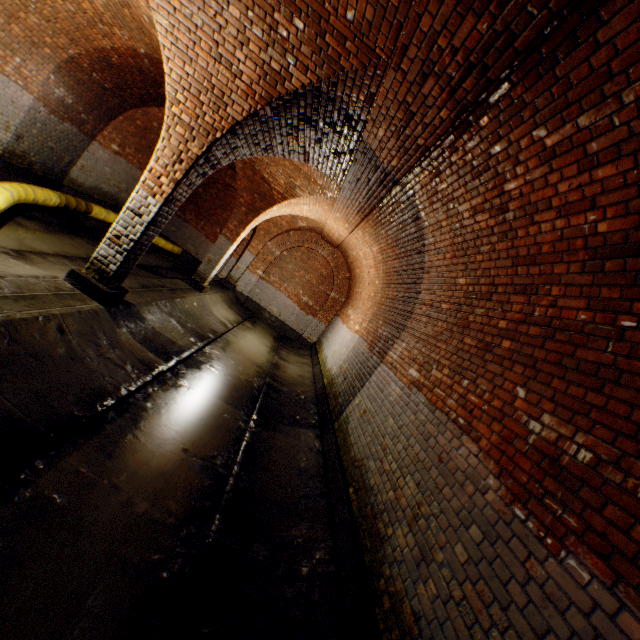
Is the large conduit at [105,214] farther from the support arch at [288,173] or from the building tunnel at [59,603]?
the support arch at [288,173]

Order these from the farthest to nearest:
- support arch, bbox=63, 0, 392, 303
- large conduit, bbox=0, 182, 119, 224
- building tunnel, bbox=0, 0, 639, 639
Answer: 1. large conduit, bbox=0, 182, 119, 224
2. support arch, bbox=63, 0, 392, 303
3. building tunnel, bbox=0, 0, 639, 639

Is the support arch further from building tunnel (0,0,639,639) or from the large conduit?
the large conduit

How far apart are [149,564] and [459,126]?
4.9m

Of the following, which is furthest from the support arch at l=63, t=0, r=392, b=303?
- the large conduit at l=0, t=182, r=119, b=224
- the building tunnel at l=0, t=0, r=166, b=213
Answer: the large conduit at l=0, t=182, r=119, b=224
